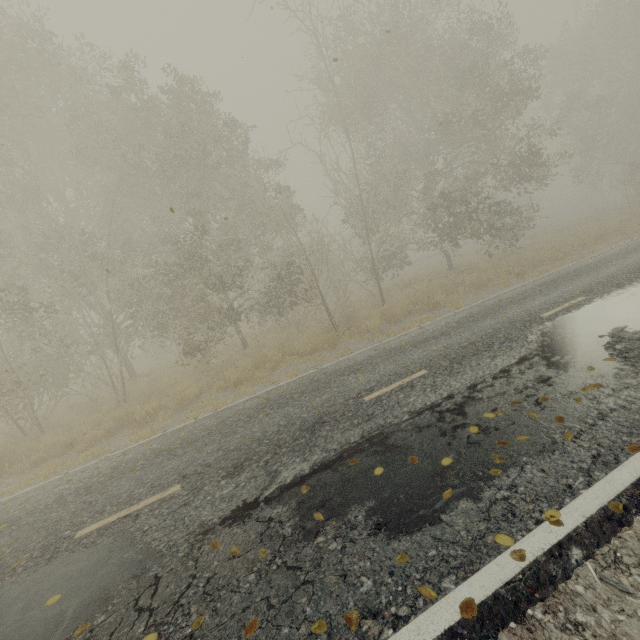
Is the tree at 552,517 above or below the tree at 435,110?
below

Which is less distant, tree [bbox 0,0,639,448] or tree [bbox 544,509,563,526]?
tree [bbox 544,509,563,526]

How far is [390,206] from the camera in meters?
19.2

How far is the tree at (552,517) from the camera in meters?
2.8

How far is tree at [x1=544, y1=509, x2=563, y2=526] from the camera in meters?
2.8

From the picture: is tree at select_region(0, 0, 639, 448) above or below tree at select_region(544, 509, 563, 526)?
above
